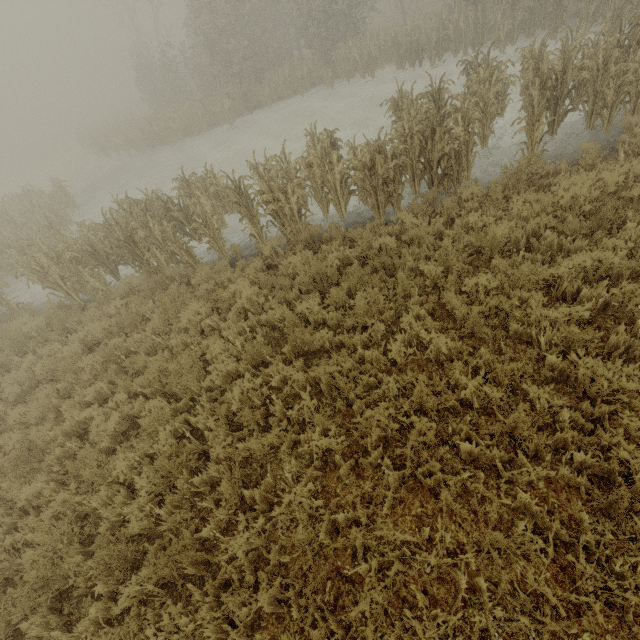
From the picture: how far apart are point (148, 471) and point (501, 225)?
7.0m
